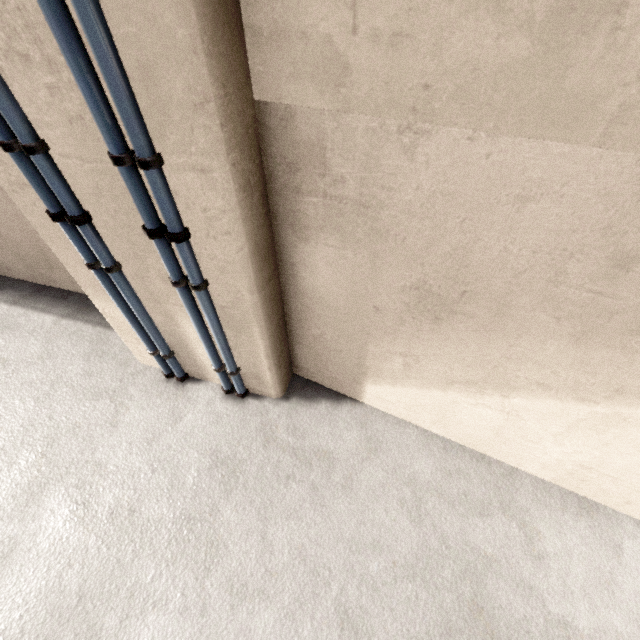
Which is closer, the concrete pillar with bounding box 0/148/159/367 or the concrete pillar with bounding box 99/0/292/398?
the concrete pillar with bounding box 99/0/292/398

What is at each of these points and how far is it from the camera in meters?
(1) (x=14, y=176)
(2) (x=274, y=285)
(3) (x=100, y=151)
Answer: (1) concrete pillar, 1.5
(2) concrete pillar, 1.9
(3) concrete pillar, 1.3

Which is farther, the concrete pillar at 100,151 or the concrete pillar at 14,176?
the concrete pillar at 14,176
